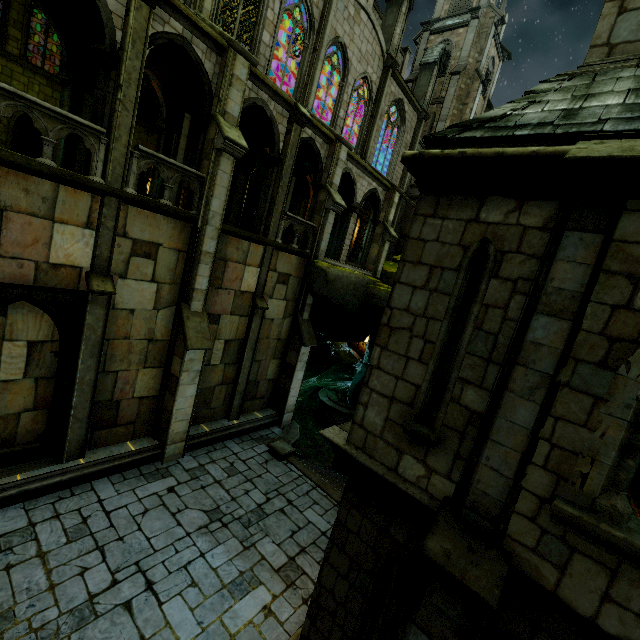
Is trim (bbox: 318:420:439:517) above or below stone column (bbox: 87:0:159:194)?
below

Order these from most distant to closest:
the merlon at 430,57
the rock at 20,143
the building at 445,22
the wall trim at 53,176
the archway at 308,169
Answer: the merlon at 430,57 → the rock at 20,143 → the archway at 308,169 → the building at 445,22 → the wall trim at 53,176

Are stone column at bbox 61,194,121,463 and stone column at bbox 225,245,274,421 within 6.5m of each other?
yes

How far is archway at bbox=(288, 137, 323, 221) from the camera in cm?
1445

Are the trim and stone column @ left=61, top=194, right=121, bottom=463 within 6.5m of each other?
no

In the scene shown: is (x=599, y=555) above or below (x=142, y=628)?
above

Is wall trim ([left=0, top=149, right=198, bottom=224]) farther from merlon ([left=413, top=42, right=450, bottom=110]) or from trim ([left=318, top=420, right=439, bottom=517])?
merlon ([left=413, top=42, right=450, bottom=110])

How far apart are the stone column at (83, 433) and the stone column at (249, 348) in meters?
5.3 m
